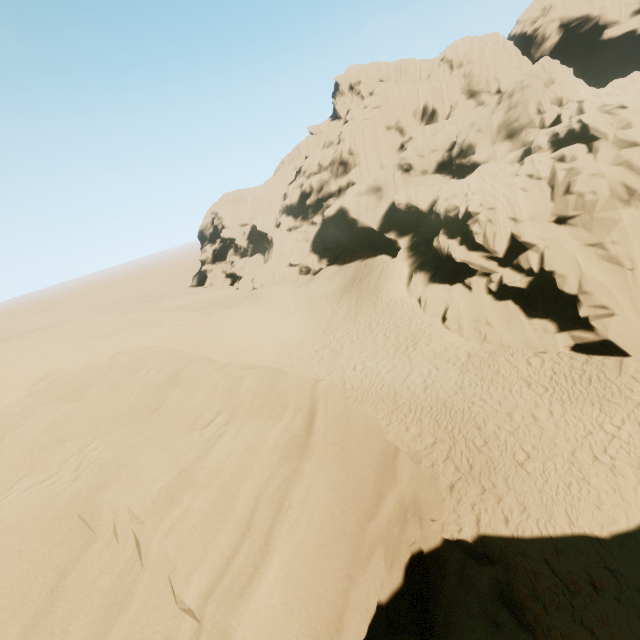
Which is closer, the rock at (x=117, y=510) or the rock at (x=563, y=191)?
the rock at (x=117, y=510)

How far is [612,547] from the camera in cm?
752

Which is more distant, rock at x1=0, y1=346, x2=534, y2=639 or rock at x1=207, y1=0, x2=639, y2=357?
rock at x1=207, y1=0, x2=639, y2=357
